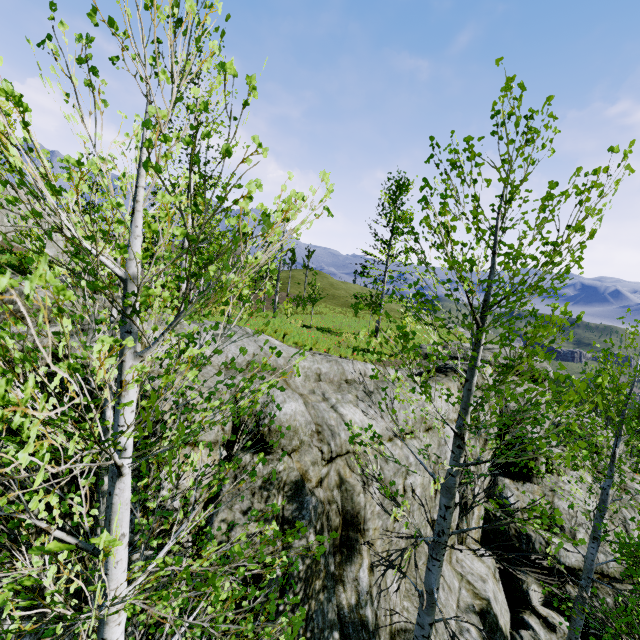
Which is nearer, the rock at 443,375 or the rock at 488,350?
the rock at 443,375

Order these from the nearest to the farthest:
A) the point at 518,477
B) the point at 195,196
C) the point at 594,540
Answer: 1. the point at 594,540
2. the point at 518,477
3. the point at 195,196

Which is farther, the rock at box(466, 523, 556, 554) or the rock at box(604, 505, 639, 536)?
the rock at box(604, 505, 639, 536)

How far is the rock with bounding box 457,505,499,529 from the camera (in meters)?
10.05
